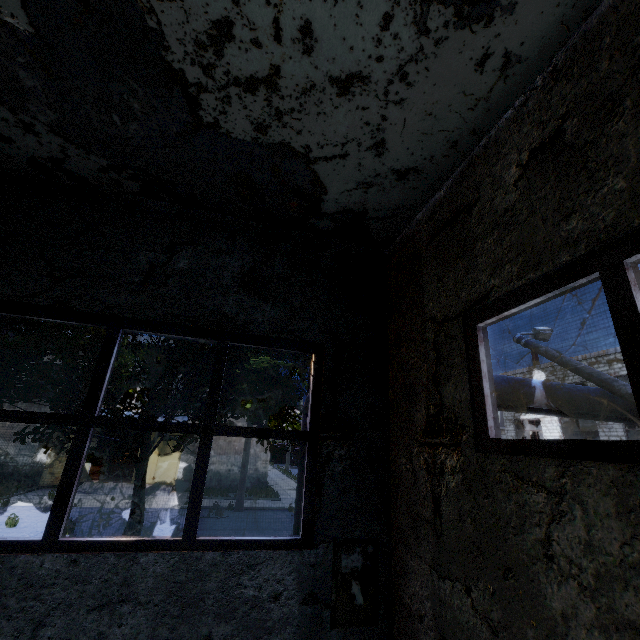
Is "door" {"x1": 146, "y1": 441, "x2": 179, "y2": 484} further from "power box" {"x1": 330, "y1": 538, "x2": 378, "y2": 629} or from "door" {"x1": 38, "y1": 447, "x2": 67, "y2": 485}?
"power box" {"x1": 330, "y1": 538, "x2": 378, "y2": 629}

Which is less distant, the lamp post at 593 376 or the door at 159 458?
the lamp post at 593 376

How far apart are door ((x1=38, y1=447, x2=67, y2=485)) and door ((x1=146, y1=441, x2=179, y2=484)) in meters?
2.7

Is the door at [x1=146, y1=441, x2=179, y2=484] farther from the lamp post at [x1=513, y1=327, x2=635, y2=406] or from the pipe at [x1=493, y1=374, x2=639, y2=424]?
the lamp post at [x1=513, y1=327, x2=635, y2=406]

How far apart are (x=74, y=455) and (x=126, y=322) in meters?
1.6

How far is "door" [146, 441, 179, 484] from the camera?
22.38m

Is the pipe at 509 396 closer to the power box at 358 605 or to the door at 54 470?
the power box at 358 605

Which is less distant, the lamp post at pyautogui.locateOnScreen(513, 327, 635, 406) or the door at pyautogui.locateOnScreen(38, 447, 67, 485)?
the lamp post at pyautogui.locateOnScreen(513, 327, 635, 406)
